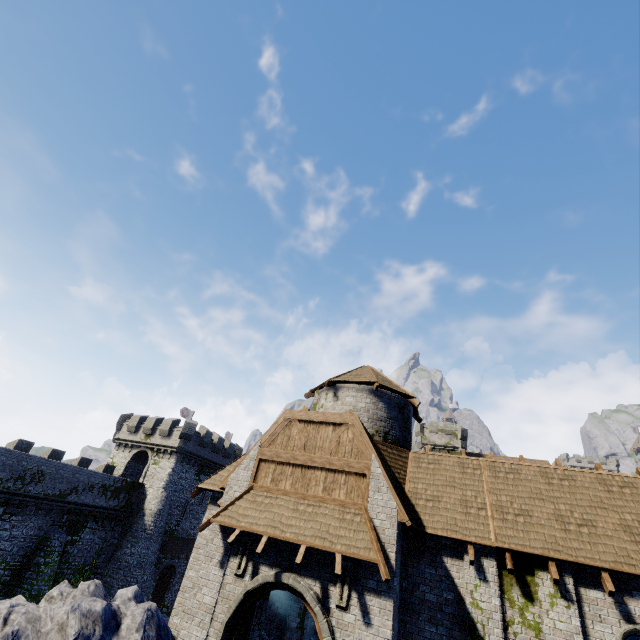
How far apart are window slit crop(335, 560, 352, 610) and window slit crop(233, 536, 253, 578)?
2.9 meters

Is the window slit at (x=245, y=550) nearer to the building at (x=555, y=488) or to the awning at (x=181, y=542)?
the building at (x=555, y=488)

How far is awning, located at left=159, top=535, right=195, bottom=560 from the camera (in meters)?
31.80

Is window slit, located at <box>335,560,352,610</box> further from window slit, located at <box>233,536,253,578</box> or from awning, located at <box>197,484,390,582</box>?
window slit, located at <box>233,536,253,578</box>

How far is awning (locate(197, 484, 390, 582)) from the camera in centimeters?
910cm

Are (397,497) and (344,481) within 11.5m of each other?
yes

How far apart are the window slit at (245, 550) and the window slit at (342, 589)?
2.9m

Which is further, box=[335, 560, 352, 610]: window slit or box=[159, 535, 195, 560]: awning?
box=[159, 535, 195, 560]: awning
